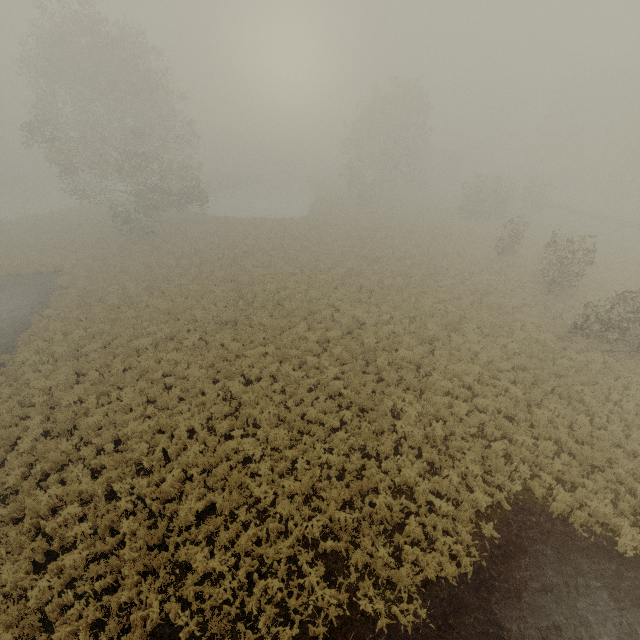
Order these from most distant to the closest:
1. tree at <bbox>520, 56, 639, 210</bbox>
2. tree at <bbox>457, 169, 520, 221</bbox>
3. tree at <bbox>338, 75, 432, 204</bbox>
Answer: tree at <bbox>520, 56, 639, 210</bbox> < tree at <bbox>338, 75, 432, 204</bbox> < tree at <bbox>457, 169, 520, 221</bbox>

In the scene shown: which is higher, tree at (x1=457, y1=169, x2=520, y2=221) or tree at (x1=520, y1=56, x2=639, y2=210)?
tree at (x1=520, y1=56, x2=639, y2=210)

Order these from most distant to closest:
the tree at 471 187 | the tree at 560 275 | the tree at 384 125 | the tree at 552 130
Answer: the tree at 552 130, the tree at 384 125, the tree at 471 187, the tree at 560 275

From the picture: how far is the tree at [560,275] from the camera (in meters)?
18.45

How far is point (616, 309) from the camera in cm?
1472

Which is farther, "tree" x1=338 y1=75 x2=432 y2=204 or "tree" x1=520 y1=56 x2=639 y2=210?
"tree" x1=520 y1=56 x2=639 y2=210

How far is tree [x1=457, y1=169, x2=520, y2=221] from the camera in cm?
3569
